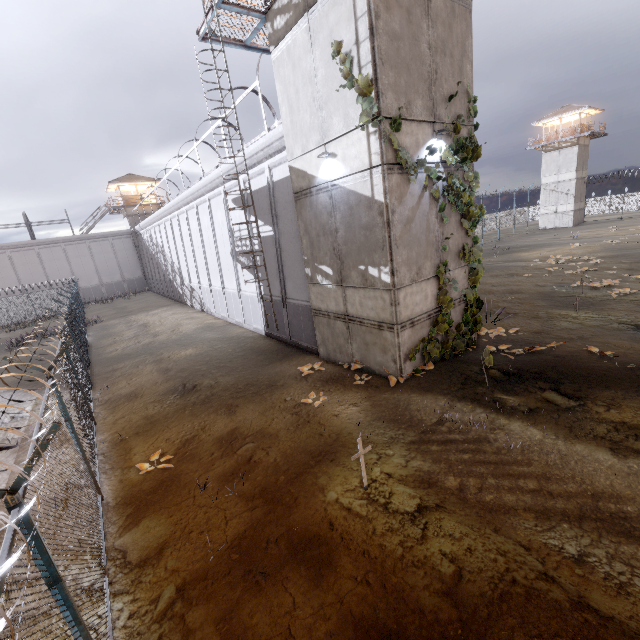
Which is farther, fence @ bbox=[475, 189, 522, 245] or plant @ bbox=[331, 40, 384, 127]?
fence @ bbox=[475, 189, 522, 245]

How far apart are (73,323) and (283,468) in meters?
13.9 m

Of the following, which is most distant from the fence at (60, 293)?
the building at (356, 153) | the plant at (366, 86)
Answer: the plant at (366, 86)

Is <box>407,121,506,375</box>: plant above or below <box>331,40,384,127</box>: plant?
below

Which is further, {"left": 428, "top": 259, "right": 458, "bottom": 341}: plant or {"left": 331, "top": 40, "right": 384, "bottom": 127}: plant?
{"left": 428, "top": 259, "right": 458, "bottom": 341}: plant

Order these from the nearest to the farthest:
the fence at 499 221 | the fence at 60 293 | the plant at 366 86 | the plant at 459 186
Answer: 1. the fence at 60 293
2. the plant at 366 86
3. the plant at 459 186
4. the fence at 499 221

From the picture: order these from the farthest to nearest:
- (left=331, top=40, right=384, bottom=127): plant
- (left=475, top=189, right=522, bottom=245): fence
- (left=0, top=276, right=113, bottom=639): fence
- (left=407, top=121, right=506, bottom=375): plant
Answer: (left=475, top=189, right=522, bottom=245): fence, (left=407, top=121, right=506, bottom=375): plant, (left=331, top=40, right=384, bottom=127): plant, (left=0, top=276, right=113, bottom=639): fence

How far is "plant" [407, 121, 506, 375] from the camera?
8.85m
